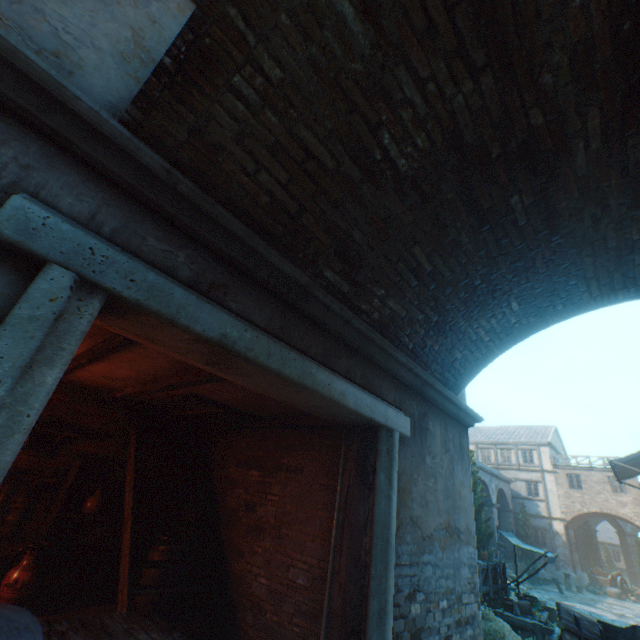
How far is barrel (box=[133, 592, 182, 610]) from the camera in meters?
4.7 m

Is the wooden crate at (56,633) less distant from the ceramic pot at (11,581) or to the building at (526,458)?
the ceramic pot at (11,581)

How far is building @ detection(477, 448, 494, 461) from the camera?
35.09m

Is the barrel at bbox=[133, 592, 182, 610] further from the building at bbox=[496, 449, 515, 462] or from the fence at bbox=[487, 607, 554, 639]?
the building at bbox=[496, 449, 515, 462]

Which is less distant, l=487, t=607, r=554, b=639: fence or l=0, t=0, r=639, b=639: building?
l=0, t=0, r=639, b=639: building

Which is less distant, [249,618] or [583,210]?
[583,210]

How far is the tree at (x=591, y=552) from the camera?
31.7m

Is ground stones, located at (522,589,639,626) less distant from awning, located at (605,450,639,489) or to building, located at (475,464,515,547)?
building, located at (475,464,515,547)
